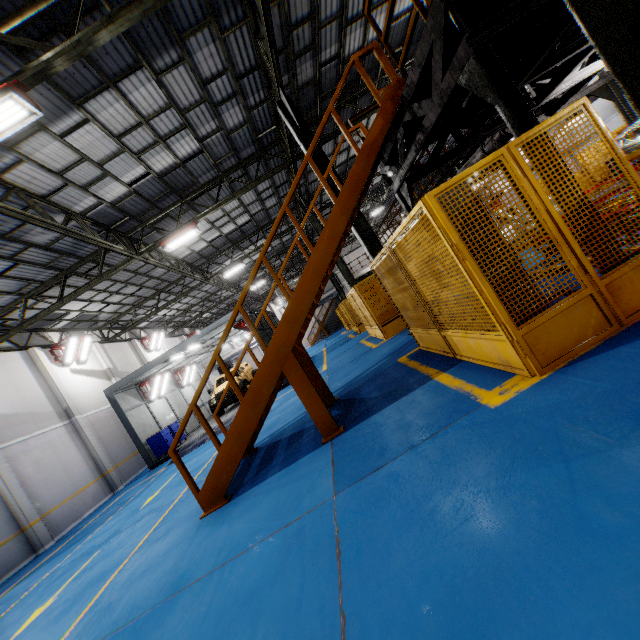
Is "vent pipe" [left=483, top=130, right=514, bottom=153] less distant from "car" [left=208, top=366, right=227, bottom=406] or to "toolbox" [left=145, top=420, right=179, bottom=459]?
"car" [left=208, top=366, right=227, bottom=406]

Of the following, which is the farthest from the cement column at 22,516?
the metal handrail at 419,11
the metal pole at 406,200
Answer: the metal handrail at 419,11

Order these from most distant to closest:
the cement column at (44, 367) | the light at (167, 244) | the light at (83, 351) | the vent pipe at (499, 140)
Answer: the light at (83, 351) < the cement column at (44, 367) < the light at (167, 244) < the vent pipe at (499, 140)

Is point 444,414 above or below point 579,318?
below

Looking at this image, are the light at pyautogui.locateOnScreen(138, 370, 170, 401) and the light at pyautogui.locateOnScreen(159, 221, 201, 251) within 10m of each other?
yes

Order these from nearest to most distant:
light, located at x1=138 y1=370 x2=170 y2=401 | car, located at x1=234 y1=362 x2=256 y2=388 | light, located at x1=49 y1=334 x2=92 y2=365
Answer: light, located at x1=49 y1=334 x2=92 y2=365 < light, located at x1=138 y1=370 x2=170 y2=401 < car, located at x1=234 y1=362 x2=256 y2=388

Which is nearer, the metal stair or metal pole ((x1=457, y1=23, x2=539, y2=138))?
metal pole ((x1=457, y1=23, x2=539, y2=138))

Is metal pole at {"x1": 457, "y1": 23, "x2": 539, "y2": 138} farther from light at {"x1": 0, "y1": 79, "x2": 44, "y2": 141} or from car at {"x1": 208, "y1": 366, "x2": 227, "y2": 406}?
car at {"x1": 208, "y1": 366, "x2": 227, "y2": 406}
